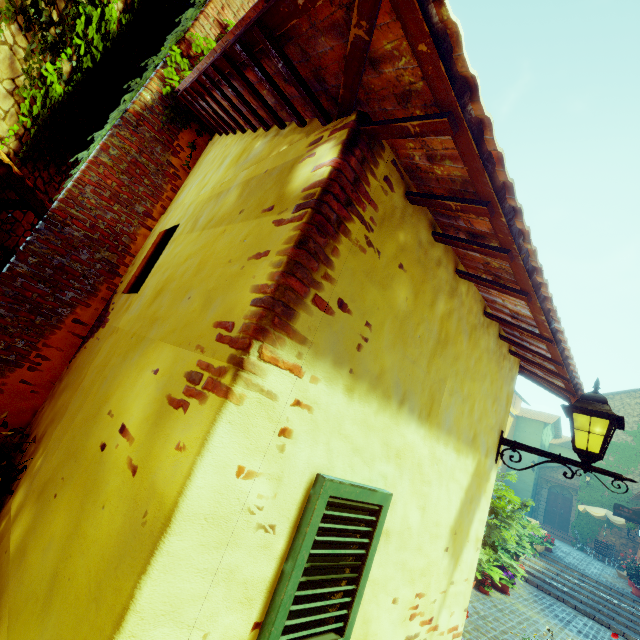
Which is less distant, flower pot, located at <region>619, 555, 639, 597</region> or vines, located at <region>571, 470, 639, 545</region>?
flower pot, located at <region>619, 555, 639, 597</region>

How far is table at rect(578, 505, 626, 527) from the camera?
18.0 meters

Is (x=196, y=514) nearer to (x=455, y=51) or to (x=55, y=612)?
(x=55, y=612)

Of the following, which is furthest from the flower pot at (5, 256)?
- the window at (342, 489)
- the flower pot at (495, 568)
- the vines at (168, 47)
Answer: the flower pot at (495, 568)

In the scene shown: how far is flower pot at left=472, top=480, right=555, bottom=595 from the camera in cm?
641

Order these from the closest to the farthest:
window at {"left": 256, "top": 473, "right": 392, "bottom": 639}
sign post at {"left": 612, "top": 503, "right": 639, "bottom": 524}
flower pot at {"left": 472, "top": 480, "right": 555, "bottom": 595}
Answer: window at {"left": 256, "top": 473, "right": 392, "bottom": 639} < flower pot at {"left": 472, "top": 480, "right": 555, "bottom": 595} < sign post at {"left": 612, "top": 503, "right": 639, "bottom": 524}

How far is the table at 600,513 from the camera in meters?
18.0
